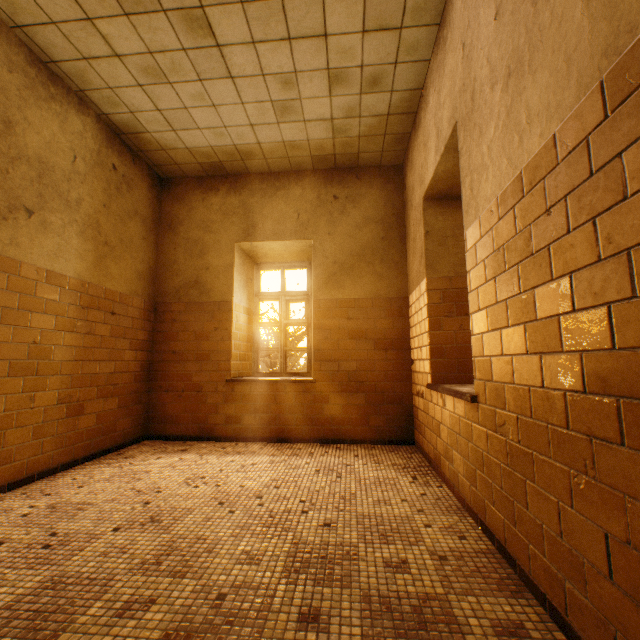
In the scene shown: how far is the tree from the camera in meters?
11.9 m

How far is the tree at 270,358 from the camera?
11.9 meters

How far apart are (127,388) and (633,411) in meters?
4.8 m
